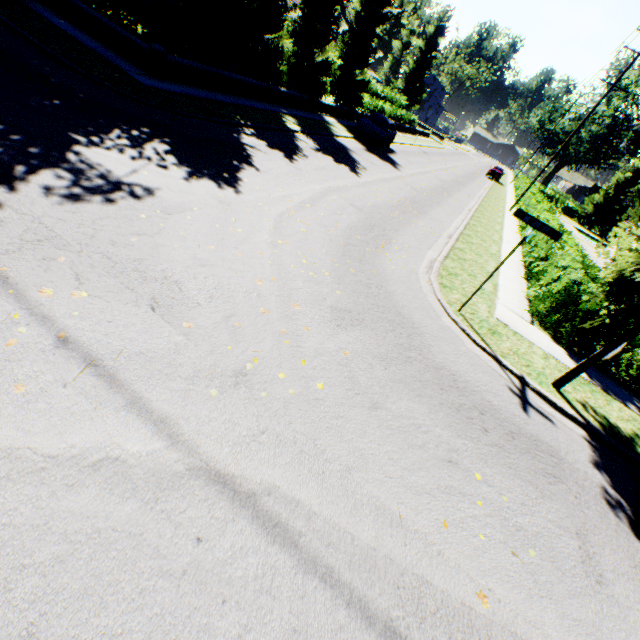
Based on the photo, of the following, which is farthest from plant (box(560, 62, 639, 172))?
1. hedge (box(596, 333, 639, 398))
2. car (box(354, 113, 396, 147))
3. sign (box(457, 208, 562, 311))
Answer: sign (box(457, 208, 562, 311))

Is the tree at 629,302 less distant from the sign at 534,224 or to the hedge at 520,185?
the hedge at 520,185

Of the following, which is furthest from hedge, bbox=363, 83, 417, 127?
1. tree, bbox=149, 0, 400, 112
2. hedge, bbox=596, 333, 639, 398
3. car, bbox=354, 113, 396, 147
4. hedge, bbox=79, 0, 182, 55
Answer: hedge, bbox=79, 0, 182, 55

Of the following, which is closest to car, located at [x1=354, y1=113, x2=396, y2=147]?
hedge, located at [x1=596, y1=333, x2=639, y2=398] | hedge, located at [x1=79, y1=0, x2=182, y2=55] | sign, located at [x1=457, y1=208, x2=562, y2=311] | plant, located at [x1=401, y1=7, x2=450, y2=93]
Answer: hedge, located at [x1=79, y1=0, x2=182, y2=55]

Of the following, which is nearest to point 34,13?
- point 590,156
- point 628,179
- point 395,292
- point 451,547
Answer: point 395,292

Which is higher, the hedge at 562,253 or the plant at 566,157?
the plant at 566,157

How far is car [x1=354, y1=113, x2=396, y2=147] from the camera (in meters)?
21.12

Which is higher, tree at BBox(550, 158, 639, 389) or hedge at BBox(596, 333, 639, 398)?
tree at BBox(550, 158, 639, 389)
